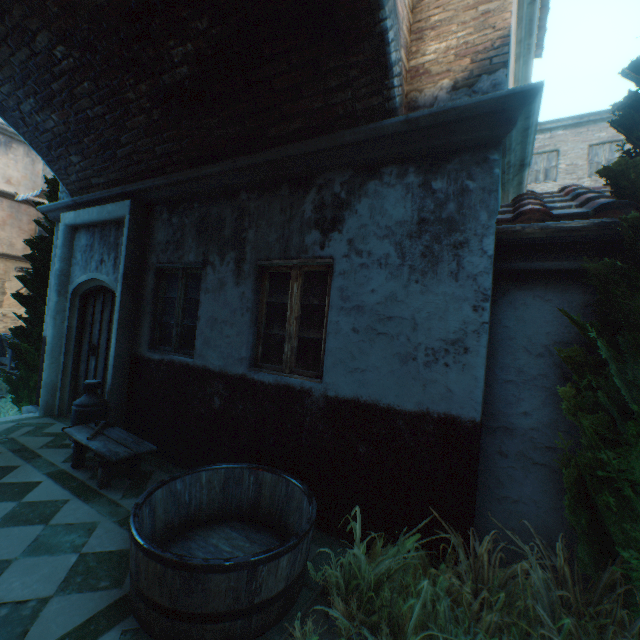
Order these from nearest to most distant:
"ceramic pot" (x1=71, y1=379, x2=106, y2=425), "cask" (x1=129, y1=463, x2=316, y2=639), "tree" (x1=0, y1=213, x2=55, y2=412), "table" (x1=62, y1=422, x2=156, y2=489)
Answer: "cask" (x1=129, y1=463, x2=316, y2=639) < "table" (x1=62, y1=422, x2=156, y2=489) < "ceramic pot" (x1=71, y1=379, x2=106, y2=425) < "tree" (x1=0, y1=213, x2=55, y2=412)

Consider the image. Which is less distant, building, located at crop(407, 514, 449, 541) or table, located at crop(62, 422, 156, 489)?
building, located at crop(407, 514, 449, 541)

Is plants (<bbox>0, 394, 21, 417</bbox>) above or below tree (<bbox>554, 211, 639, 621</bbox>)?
below

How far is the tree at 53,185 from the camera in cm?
703

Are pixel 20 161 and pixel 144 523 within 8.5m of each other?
no

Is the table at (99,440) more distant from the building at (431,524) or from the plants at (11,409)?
the plants at (11,409)

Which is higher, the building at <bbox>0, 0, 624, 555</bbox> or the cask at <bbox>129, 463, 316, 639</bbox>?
the building at <bbox>0, 0, 624, 555</bbox>

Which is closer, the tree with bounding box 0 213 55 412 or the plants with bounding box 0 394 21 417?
the tree with bounding box 0 213 55 412
